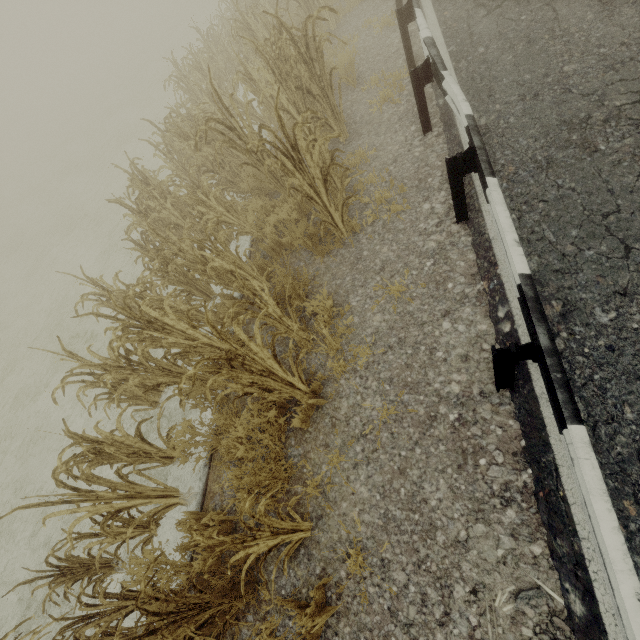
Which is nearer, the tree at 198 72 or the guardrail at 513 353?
the guardrail at 513 353

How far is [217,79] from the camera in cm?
890

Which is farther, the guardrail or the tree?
the tree
